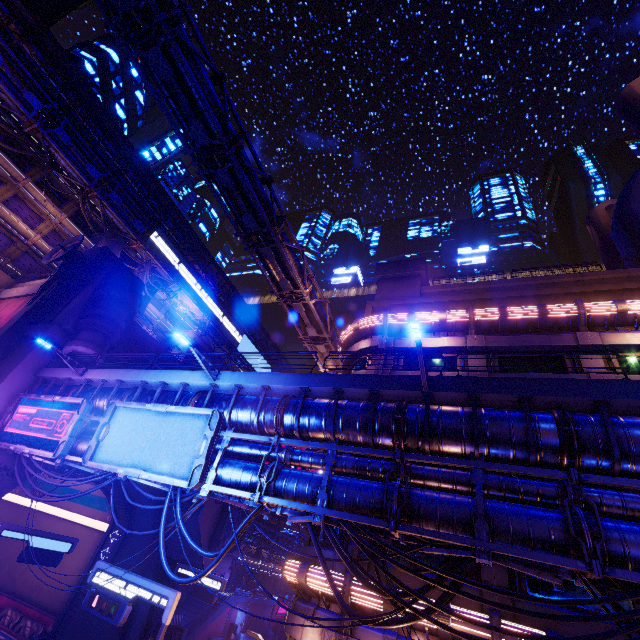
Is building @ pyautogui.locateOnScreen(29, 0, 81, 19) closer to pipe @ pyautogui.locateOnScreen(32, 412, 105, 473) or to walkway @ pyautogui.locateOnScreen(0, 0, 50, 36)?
walkway @ pyautogui.locateOnScreen(0, 0, 50, 36)

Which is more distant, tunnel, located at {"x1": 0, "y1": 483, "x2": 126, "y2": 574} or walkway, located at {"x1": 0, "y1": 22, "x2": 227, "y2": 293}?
walkway, located at {"x1": 0, "y1": 22, "x2": 227, "y2": 293}

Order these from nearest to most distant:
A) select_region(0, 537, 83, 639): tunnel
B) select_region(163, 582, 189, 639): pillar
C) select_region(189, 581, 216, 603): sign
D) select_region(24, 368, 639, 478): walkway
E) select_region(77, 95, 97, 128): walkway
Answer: select_region(24, 368, 639, 478): walkway
select_region(189, 581, 216, 603): sign
select_region(0, 537, 83, 639): tunnel
select_region(163, 582, 189, 639): pillar
select_region(77, 95, 97, 128): walkway

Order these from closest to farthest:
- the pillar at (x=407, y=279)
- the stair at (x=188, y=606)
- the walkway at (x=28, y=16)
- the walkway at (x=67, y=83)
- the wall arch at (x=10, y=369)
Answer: the wall arch at (x=10, y=369), the pillar at (x=407, y=279), the walkway at (x=28, y=16), the walkway at (x=67, y=83), the stair at (x=188, y=606)

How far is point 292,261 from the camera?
21.1 meters

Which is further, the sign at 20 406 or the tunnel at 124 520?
the tunnel at 124 520

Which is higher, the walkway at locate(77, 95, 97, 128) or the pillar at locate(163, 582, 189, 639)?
the walkway at locate(77, 95, 97, 128)

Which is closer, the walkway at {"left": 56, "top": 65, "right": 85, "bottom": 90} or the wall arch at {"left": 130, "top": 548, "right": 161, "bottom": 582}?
the wall arch at {"left": 130, "top": 548, "right": 161, "bottom": 582}
